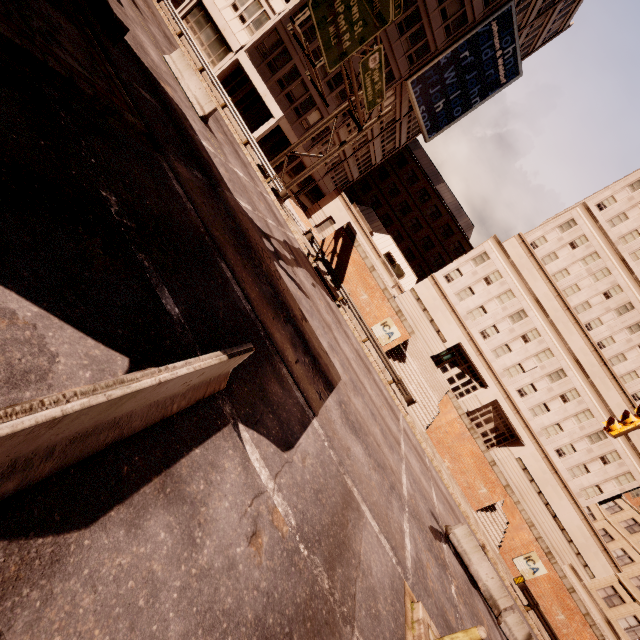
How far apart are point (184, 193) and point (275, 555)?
9.4 meters

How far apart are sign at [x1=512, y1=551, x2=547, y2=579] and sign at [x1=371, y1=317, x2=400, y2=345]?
18.57m

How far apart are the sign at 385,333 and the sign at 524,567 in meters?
18.6 m

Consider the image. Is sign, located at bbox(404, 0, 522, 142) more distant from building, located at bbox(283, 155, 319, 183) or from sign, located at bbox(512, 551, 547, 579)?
sign, located at bbox(512, 551, 547, 579)

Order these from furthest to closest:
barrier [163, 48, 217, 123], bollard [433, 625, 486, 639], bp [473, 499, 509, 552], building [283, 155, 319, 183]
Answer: building [283, 155, 319, 183] < bp [473, 499, 509, 552] < barrier [163, 48, 217, 123] < bollard [433, 625, 486, 639]

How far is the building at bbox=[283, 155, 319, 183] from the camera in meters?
33.6 m

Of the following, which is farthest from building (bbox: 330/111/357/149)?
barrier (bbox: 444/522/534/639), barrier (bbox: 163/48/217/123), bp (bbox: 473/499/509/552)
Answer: bp (bbox: 473/499/509/552)

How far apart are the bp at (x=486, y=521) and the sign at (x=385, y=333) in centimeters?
1440cm
